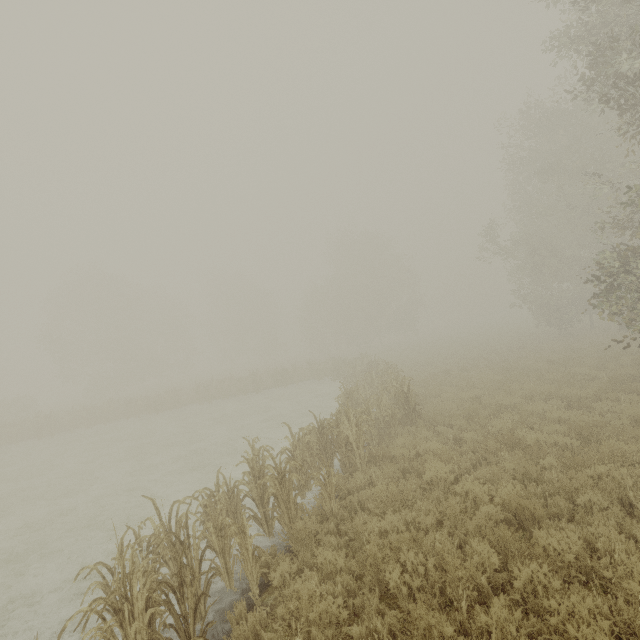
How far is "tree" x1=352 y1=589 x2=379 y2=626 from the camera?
4.36m

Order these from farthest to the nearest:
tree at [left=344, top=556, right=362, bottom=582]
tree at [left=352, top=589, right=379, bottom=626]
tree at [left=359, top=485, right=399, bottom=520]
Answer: tree at [left=359, top=485, right=399, bottom=520]
tree at [left=344, top=556, right=362, bottom=582]
tree at [left=352, top=589, right=379, bottom=626]

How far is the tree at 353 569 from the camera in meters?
5.0

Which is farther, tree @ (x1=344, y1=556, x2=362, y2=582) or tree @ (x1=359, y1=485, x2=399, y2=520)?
tree @ (x1=359, y1=485, x2=399, y2=520)

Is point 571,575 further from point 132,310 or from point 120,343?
point 120,343
